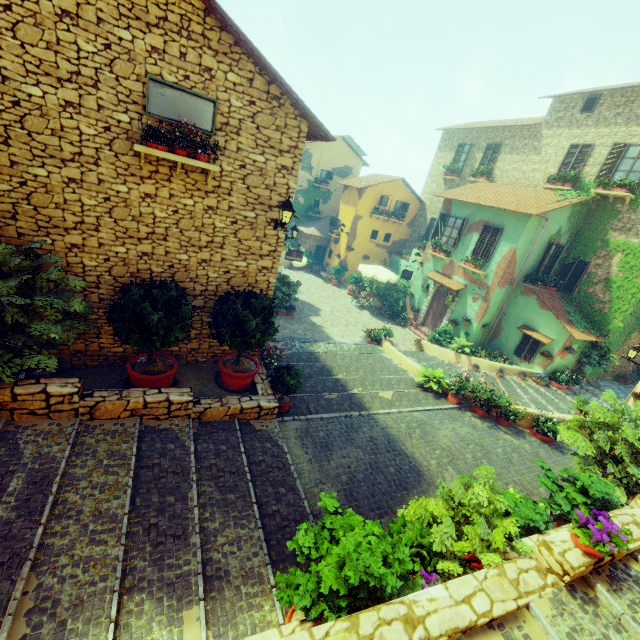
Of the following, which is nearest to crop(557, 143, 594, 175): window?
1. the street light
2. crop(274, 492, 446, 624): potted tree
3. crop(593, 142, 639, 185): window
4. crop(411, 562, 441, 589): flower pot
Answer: crop(593, 142, 639, 185): window

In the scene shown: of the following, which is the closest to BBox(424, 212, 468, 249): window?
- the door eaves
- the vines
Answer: the door eaves

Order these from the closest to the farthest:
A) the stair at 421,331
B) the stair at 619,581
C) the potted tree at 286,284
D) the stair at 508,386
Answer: the stair at 619,581 < the stair at 508,386 < the potted tree at 286,284 < the stair at 421,331

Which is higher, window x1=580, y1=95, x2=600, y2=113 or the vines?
window x1=580, y1=95, x2=600, y2=113

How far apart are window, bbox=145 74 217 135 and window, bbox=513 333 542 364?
15.1 meters

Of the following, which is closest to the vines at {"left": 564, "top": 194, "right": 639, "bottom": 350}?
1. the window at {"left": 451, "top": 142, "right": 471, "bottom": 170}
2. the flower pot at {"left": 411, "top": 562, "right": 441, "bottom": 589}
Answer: the window at {"left": 451, "top": 142, "right": 471, "bottom": 170}

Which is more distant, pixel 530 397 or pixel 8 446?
pixel 530 397

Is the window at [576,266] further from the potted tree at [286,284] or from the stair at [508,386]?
the potted tree at [286,284]
